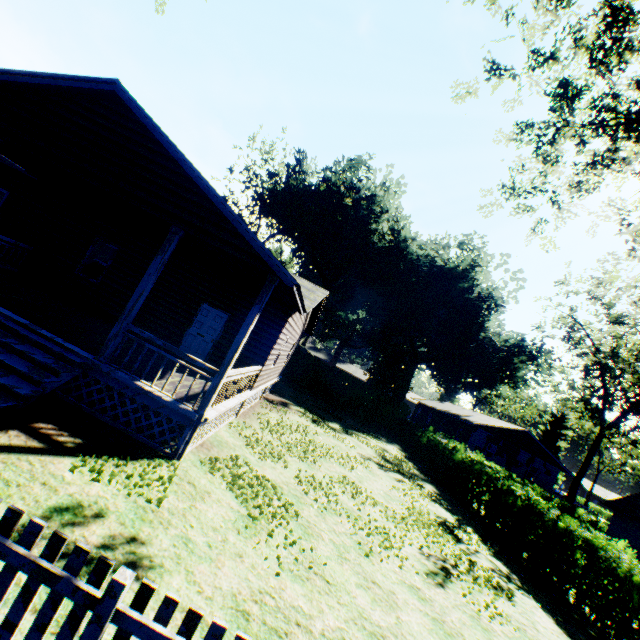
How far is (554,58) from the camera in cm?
948

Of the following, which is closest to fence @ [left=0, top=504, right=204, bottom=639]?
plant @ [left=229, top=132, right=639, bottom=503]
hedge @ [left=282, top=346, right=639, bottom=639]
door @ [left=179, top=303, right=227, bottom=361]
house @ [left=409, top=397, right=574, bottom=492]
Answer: door @ [left=179, top=303, right=227, bottom=361]

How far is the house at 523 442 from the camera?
35.0 meters

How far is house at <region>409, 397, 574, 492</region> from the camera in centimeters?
3500cm

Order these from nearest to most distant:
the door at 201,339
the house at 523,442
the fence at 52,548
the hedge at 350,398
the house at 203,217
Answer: the fence at 52,548, the house at 203,217, the hedge at 350,398, the door at 201,339, the house at 523,442

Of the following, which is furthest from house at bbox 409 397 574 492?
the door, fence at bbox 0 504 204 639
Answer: fence at bbox 0 504 204 639

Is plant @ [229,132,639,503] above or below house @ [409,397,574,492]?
above

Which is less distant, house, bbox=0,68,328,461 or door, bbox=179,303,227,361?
house, bbox=0,68,328,461
